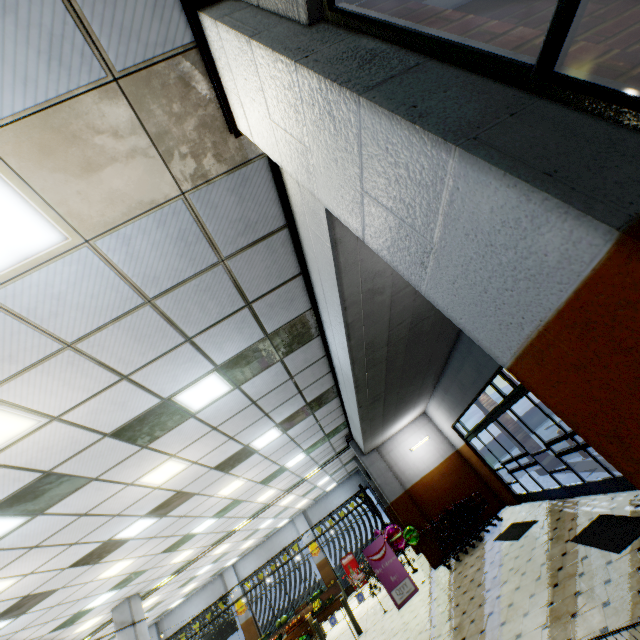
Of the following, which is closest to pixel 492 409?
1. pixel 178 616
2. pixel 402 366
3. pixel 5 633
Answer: pixel 402 366

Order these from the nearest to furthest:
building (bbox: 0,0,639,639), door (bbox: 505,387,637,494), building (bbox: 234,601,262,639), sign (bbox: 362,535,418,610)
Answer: building (bbox: 0,0,639,639) < door (bbox: 505,387,637,494) < sign (bbox: 362,535,418,610) < building (bbox: 234,601,262,639)

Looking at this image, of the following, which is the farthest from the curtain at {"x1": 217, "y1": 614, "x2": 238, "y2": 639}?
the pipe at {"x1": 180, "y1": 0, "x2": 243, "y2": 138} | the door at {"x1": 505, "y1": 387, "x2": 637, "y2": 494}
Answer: the door at {"x1": 505, "y1": 387, "x2": 637, "y2": 494}

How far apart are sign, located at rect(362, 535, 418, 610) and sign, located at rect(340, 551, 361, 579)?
9.99m

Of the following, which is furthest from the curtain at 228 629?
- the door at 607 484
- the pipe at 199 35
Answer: the door at 607 484

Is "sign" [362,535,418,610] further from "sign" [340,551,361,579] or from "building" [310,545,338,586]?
"sign" [340,551,361,579]

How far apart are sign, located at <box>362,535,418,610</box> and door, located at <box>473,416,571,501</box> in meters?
4.3

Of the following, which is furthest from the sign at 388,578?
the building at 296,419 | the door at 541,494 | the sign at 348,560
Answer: the sign at 348,560
